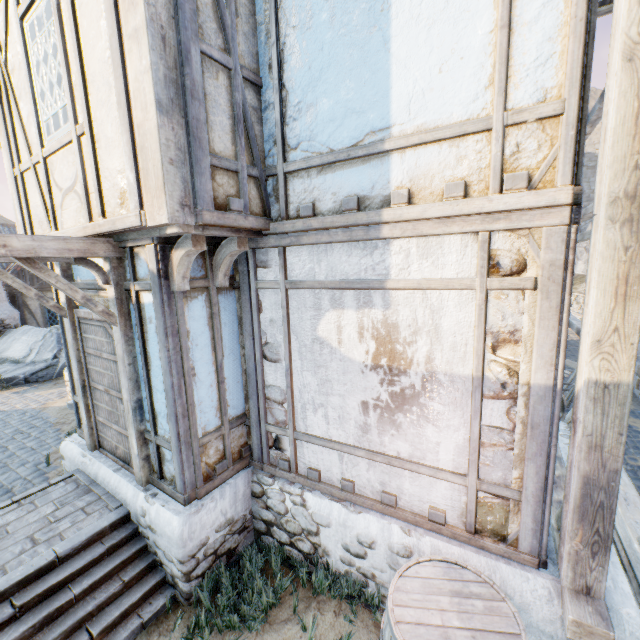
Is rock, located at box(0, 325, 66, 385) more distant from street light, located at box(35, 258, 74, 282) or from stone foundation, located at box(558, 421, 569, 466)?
street light, located at box(35, 258, 74, 282)

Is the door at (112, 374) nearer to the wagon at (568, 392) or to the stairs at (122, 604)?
the stairs at (122, 604)

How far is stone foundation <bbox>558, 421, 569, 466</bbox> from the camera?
4.3 meters

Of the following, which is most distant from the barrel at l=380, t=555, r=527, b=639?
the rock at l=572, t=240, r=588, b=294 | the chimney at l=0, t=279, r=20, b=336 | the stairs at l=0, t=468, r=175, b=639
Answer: the chimney at l=0, t=279, r=20, b=336

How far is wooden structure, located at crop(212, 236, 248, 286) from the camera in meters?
3.4

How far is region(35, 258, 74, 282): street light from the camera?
4.1m

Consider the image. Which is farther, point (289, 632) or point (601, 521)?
point (289, 632)

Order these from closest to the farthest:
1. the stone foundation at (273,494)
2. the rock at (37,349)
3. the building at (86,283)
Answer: the stone foundation at (273,494), the building at (86,283), the rock at (37,349)
